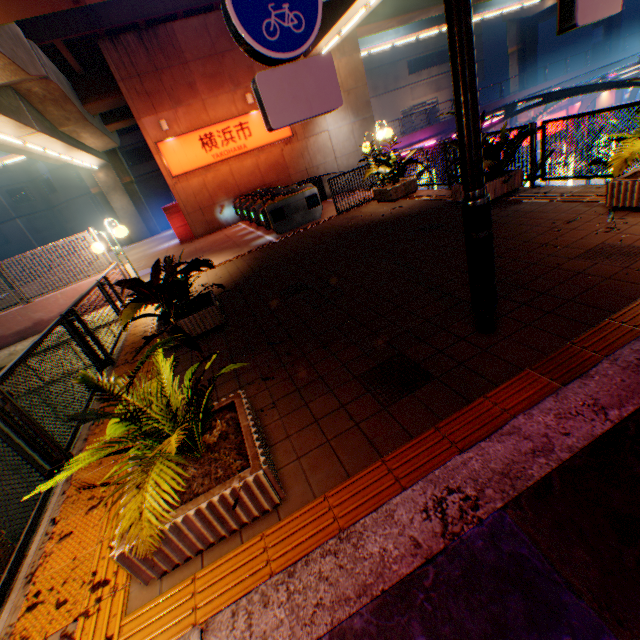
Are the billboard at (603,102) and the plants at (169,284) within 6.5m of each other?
no

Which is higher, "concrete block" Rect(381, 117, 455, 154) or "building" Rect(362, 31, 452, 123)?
"building" Rect(362, 31, 452, 123)

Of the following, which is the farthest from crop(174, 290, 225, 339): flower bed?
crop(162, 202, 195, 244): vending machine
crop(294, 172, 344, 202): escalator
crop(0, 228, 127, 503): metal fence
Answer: crop(162, 202, 195, 244): vending machine

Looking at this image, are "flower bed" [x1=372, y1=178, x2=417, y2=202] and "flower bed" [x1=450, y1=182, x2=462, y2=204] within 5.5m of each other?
yes

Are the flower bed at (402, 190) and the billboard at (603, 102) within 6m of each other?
no

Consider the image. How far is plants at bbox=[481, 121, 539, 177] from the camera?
6.36m

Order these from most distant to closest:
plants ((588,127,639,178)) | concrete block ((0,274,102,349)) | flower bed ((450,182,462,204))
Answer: concrete block ((0,274,102,349))
flower bed ((450,182,462,204))
plants ((588,127,639,178))

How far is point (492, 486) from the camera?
2.0m
